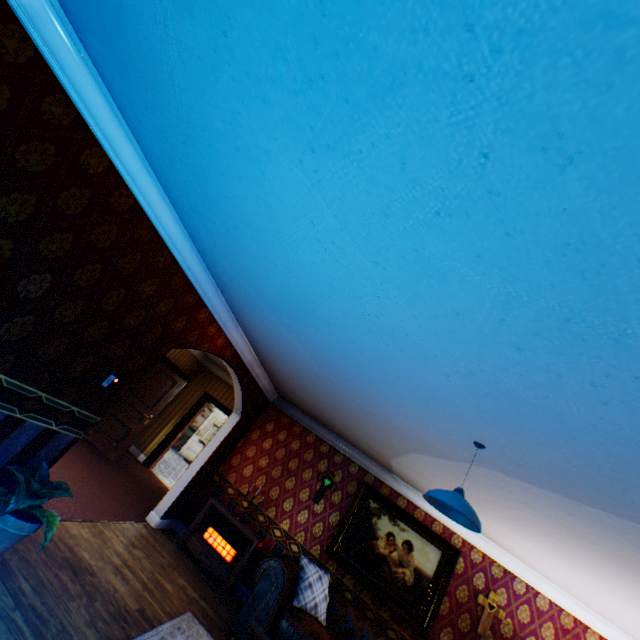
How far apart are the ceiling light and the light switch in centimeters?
337cm

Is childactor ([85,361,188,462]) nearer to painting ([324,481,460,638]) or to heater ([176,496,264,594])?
heater ([176,496,264,594])

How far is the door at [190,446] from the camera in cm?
1407

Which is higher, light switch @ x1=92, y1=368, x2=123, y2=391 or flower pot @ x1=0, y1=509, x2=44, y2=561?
light switch @ x1=92, y1=368, x2=123, y2=391

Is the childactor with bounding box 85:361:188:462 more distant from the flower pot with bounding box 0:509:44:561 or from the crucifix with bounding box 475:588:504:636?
the crucifix with bounding box 475:588:504:636

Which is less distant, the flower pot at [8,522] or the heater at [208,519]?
the flower pot at [8,522]

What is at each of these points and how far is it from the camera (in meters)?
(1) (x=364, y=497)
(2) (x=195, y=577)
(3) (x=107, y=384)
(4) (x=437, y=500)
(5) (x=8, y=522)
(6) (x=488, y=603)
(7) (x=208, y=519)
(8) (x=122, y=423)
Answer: (1) painting, 6.20
(2) building, 5.09
(3) light switch, 3.48
(4) ceiling light, 2.93
(5) flower pot, 2.66
(6) crucifix, 5.23
(7) heater, 5.91
(8) childactor, 7.56

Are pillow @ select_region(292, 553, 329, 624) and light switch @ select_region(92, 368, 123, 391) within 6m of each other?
yes
